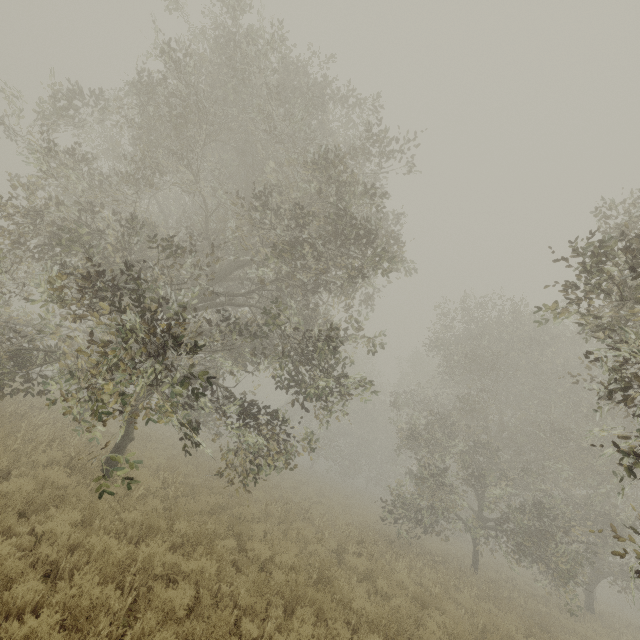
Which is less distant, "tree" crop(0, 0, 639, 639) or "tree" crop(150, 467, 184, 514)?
"tree" crop(0, 0, 639, 639)

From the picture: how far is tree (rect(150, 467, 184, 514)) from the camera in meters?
9.1

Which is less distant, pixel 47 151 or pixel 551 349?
pixel 47 151

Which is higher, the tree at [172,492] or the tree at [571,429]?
the tree at [571,429]

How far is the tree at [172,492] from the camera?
9.07m

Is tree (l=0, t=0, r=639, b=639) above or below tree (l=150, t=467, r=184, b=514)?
above
